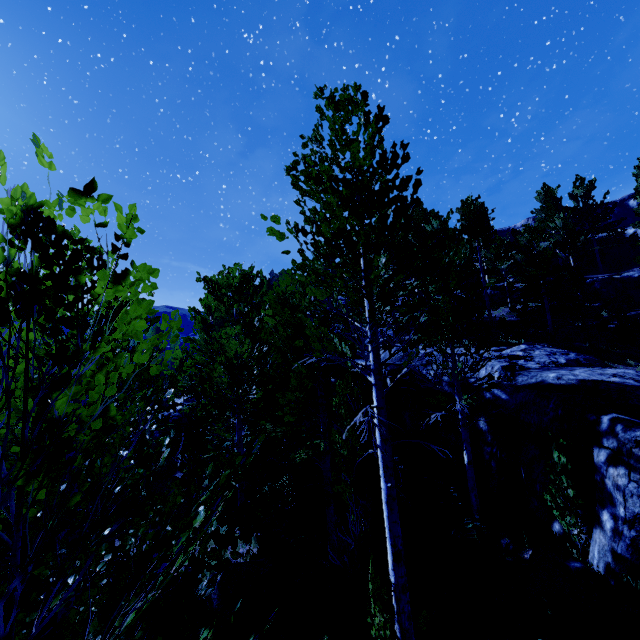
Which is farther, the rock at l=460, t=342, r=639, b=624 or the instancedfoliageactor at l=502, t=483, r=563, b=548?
the instancedfoliageactor at l=502, t=483, r=563, b=548

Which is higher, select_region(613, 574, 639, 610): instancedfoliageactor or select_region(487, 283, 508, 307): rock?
select_region(487, 283, 508, 307): rock

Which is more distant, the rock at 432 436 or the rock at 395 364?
the rock at 395 364

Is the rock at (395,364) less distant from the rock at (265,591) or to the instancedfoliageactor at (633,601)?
the instancedfoliageactor at (633,601)

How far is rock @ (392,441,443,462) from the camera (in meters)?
11.55

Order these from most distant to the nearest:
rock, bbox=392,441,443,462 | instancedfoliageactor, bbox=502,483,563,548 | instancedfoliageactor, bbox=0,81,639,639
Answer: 1. rock, bbox=392,441,443,462
2. instancedfoliageactor, bbox=502,483,563,548
3. instancedfoliageactor, bbox=0,81,639,639

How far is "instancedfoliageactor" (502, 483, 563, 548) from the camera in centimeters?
763cm

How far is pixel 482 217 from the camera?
24.5 meters
